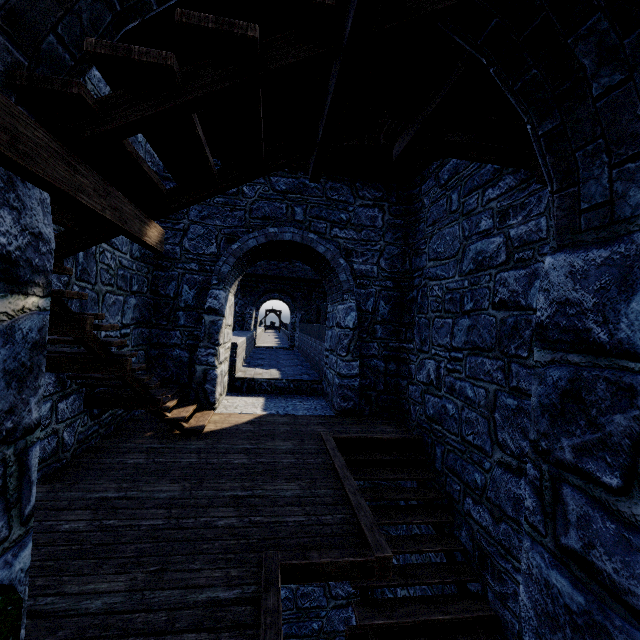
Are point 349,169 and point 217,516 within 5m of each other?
no
